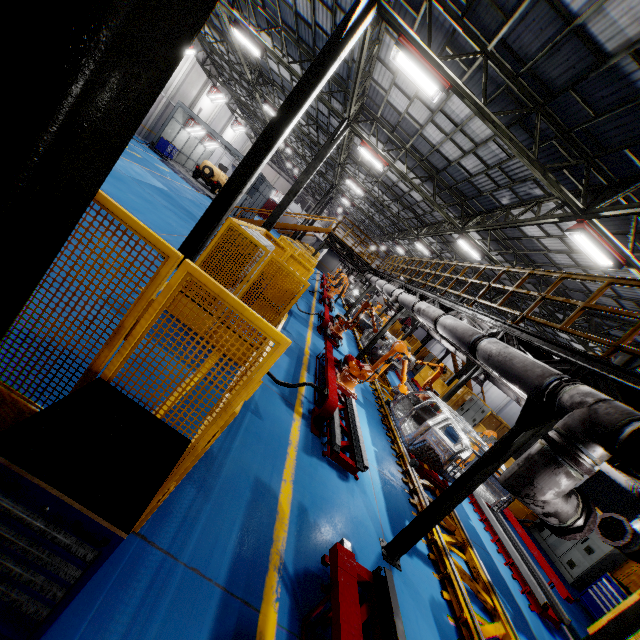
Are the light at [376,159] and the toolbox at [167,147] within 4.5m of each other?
no

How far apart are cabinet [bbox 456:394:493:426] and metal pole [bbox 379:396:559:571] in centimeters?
1442cm

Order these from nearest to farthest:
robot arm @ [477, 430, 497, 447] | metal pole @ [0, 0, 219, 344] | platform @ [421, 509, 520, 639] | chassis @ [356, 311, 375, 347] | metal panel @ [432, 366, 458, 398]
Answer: metal pole @ [0, 0, 219, 344], platform @ [421, 509, 520, 639], robot arm @ [477, 430, 497, 447], chassis @ [356, 311, 375, 347], metal panel @ [432, 366, 458, 398]

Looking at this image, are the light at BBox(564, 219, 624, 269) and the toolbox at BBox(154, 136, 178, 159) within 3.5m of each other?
no

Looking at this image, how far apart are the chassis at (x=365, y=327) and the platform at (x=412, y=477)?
0.01m

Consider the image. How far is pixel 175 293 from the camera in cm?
235

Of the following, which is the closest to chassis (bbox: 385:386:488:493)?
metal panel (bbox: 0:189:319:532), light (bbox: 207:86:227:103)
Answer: metal panel (bbox: 0:189:319:532)

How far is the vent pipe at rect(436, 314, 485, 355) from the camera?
6.04m
